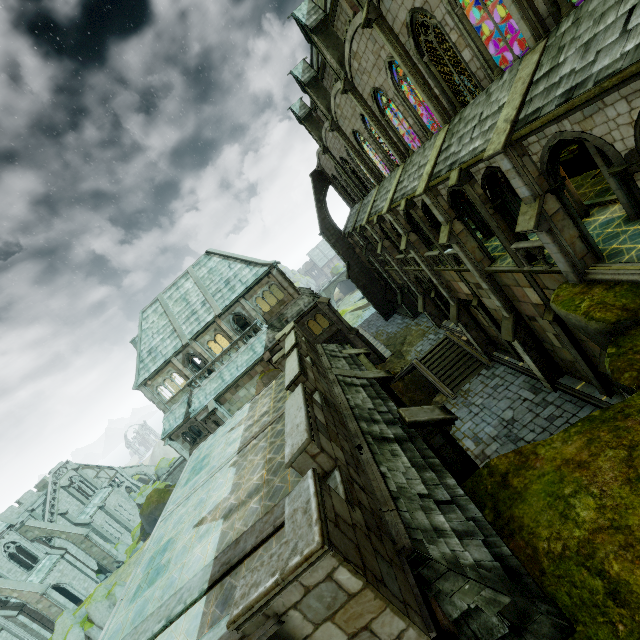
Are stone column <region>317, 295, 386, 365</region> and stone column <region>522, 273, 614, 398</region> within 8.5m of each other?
no

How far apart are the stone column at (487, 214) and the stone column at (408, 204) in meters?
5.1

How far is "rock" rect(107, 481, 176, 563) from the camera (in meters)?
39.64

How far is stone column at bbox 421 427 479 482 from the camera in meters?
9.1 m

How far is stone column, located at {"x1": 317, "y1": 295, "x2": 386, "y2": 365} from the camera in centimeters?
3145cm

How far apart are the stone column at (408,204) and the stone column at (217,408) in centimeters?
2262cm

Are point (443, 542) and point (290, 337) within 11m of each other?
yes

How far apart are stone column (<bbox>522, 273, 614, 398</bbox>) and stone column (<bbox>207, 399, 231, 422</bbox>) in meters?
25.2 m
